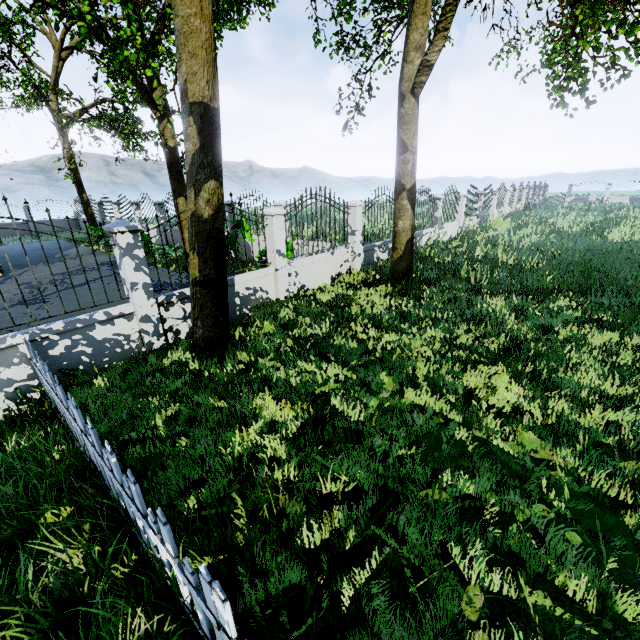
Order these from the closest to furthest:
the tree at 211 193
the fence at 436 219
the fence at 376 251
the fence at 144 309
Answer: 1. the fence at 144 309
2. the tree at 211 193
3. the fence at 376 251
4. the fence at 436 219

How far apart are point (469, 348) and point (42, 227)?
34.55m

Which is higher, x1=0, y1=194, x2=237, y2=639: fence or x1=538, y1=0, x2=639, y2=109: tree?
x1=538, y1=0, x2=639, y2=109: tree

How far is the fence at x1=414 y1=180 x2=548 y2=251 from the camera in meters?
14.3

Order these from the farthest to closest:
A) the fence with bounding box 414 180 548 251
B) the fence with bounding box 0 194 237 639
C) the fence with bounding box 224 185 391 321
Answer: the fence with bounding box 414 180 548 251, the fence with bounding box 224 185 391 321, the fence with bounding box 0 194 237 639

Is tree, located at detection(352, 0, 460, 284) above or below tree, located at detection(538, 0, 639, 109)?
below

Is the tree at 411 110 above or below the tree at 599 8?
below
